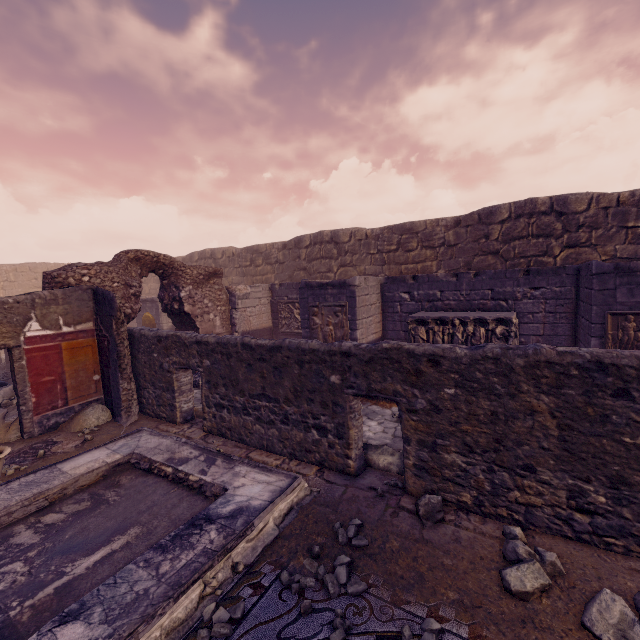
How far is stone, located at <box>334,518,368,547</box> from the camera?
3.3 meters

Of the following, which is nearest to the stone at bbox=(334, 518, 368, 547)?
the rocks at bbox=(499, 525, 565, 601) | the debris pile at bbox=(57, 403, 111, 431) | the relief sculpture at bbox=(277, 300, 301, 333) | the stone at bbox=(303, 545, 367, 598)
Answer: the stone at bbox=(303, 545, 367, 598)

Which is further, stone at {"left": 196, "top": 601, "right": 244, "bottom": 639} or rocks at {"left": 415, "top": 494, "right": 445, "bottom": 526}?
rocks at {"left": 415, "top": 494, "right": 445, "bottom": 526}

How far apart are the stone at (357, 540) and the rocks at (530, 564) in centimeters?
121cm

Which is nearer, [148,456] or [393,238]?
[148,456]

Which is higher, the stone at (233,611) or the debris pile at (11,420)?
the debris pile at (11,420)

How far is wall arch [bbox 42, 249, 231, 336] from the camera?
7.8m

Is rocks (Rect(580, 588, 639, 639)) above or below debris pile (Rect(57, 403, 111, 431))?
below
